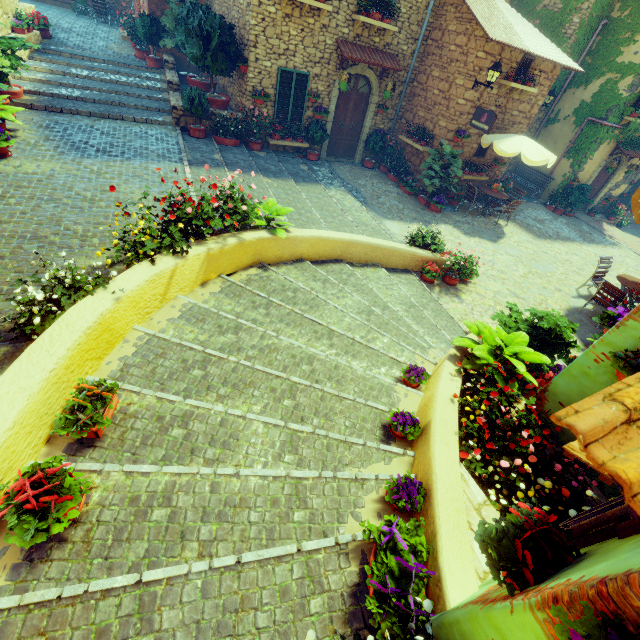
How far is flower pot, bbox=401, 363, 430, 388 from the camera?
4.52m

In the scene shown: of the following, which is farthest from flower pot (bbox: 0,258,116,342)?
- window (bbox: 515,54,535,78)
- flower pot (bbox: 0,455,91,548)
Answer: window (bbox: 515,54,535,78)

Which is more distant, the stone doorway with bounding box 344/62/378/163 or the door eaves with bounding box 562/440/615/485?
the stone doorway with bounding box 344/62/378/163

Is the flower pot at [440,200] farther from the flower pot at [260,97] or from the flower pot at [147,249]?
the flower pot at [147,249]

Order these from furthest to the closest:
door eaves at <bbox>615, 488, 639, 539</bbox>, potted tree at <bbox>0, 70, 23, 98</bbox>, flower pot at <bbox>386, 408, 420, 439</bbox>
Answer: potted tree at <bbox>0, 70, 23, 98</bbox>, flower pot at <bbox>386, 408, 420, 439</bbox>, door eaves at <bbox>615, 488, 639, 539</bbox>

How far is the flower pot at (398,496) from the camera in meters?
2.9

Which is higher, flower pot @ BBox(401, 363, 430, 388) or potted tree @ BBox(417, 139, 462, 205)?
potted tree @ BBox(417, 139, 462, 205)

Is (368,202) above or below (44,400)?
below
